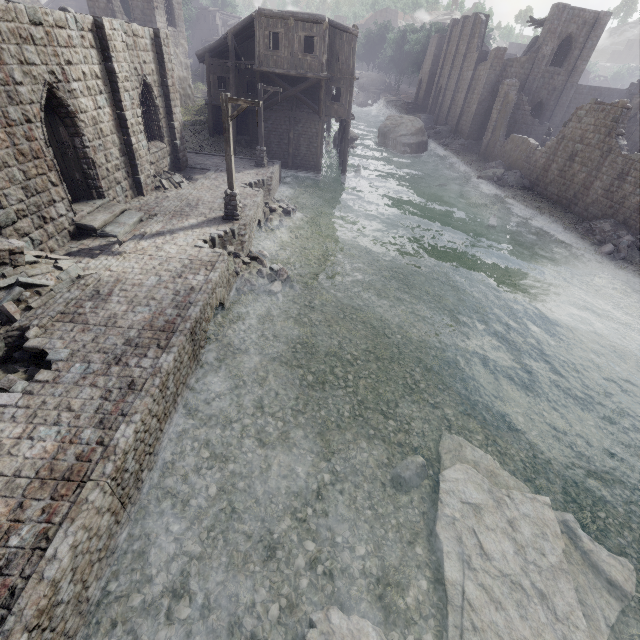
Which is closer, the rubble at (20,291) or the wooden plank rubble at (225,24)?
the rubble at (20,291)

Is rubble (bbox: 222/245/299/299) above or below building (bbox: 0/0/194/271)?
below

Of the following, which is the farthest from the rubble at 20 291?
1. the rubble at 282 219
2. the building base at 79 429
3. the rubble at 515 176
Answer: the rubble at 515 176

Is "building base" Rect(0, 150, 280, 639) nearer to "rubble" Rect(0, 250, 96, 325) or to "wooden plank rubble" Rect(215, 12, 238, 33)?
"rubble" Rect(0, 250, 96, 325)

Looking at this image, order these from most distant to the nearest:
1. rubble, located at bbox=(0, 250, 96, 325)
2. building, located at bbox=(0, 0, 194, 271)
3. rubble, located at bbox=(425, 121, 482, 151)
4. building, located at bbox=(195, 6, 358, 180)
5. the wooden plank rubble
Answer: the wooden plank rubble < rubble, located at bbox=(425, 121, 482, 151) < building, located at bbox=(195, 6, 358, 180) < building, located at bbox=(0, 0, 194, 271) < rubble, located at bbox=(0, 250, 96, 325)

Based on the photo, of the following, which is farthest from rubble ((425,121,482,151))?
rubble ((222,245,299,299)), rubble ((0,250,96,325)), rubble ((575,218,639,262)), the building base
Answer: rubble ((0,250,96,325))

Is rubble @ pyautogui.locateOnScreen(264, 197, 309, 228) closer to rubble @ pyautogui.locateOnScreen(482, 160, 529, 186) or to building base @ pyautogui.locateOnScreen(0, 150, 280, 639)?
building base @ pyautogui.locateOnScreen(0, 150, 280, 639)

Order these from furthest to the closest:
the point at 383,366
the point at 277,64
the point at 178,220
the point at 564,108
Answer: the point at 564,108 → the point at 277,64 → the point at 178,220 → the point at 383,366
